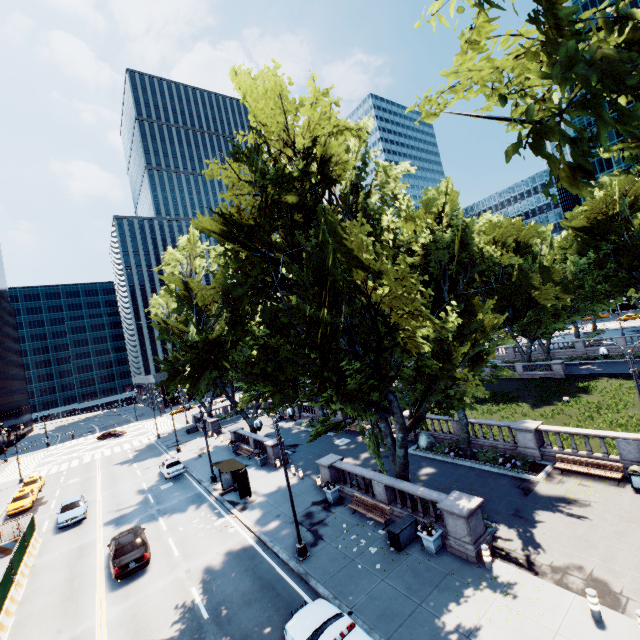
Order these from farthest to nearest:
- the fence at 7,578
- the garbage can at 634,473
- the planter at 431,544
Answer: the fence at 7,578
the garbage can at 634,473
the planter at 431,544

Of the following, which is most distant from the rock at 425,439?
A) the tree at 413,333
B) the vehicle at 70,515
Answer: the vehicle at 70,515

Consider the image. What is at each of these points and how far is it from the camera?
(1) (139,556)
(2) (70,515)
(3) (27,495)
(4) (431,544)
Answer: (1) vehicle, 17.8m
(2) vehicle, 25.9m
(3) vehicle, 32.7m
(4) planter, 14.4m

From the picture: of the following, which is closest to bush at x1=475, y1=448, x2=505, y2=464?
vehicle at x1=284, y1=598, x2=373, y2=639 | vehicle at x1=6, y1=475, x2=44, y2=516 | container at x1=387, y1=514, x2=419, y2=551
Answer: container at x1=387, y1=514, x2=419, y2=551

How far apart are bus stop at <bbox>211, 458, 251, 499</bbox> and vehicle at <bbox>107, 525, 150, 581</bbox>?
5.4m

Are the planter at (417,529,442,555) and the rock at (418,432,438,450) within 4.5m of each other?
no

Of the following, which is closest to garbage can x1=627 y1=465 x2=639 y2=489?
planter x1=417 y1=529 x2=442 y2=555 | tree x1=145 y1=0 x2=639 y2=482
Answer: tree x1=145 y1=0 x2=639 y2=482

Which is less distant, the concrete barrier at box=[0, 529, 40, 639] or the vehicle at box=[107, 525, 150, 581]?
the concrete barrier at box=[0, 529, 40, 639]
